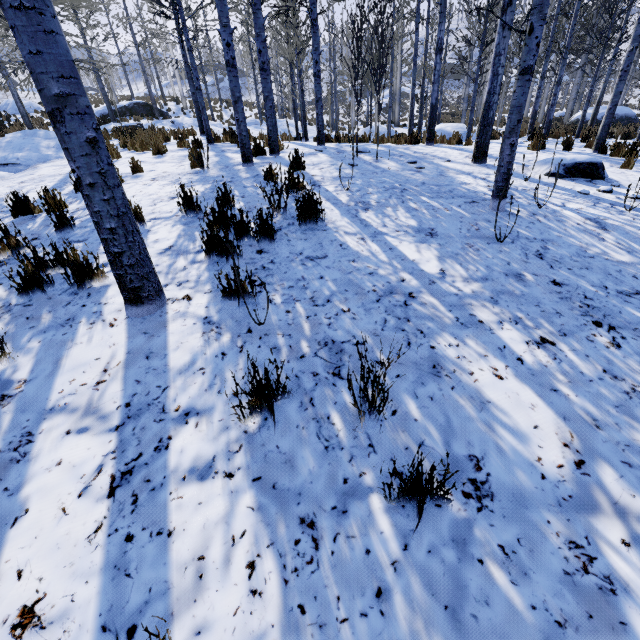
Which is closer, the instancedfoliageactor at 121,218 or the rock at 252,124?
the instancedfoliageactor at 121,218

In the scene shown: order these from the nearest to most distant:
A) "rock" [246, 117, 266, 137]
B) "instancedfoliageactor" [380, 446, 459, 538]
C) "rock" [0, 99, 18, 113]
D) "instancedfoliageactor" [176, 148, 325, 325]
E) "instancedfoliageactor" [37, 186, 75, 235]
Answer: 1. "instancedfoliageactor" [380, 446, 459, 538]
2. "instancedfoliageactor" [176, 148, 325, 325]
3. "instancedfoliageactor" [37, 186, 75, 235]
4. "rock" [246, 117, 266, 137]
5. "rock" [0, 99, 18, 113]

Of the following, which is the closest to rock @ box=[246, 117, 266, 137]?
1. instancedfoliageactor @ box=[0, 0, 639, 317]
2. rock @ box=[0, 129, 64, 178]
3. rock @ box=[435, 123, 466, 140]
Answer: rock @ box=[0, 129, 64, 178]

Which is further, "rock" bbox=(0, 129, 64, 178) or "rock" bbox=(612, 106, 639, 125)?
"rock" bbox=(612, 106, 639, 125)

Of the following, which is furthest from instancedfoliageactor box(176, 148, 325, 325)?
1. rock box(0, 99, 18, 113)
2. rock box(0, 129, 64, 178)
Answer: rock box(0, 99, 18, 113)

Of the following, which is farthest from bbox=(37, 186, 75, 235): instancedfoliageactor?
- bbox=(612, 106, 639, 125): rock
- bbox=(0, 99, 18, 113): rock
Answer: bbox=(0, 99, 18, 113): rock

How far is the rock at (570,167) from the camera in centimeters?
589cm

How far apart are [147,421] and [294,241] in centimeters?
246cm
